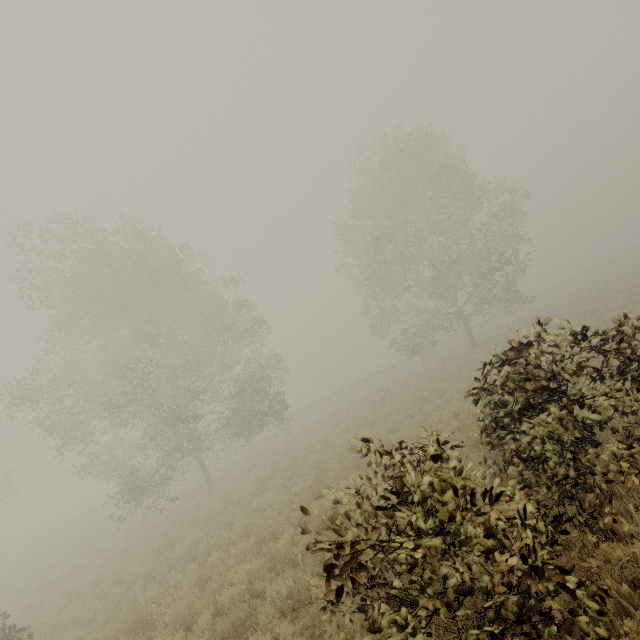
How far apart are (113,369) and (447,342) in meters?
36.0 m
